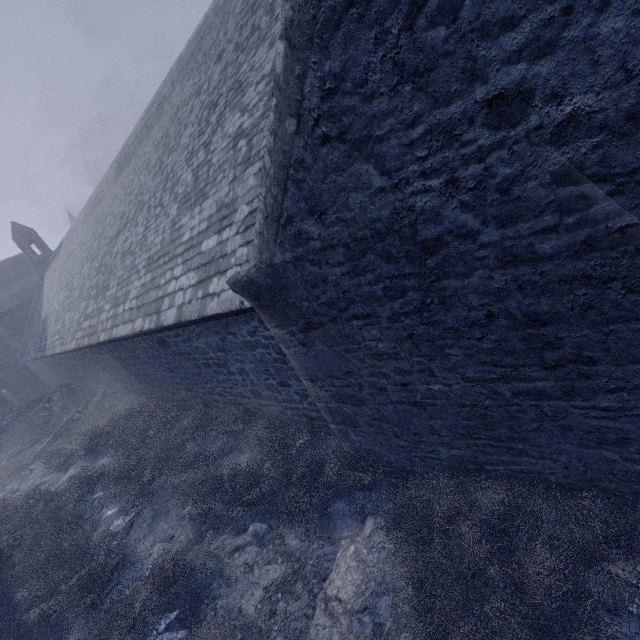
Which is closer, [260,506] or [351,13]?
[351,13]

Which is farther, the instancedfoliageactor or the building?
the instancedfoliageactor

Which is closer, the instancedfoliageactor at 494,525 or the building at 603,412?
the building at 603,412

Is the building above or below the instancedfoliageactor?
above

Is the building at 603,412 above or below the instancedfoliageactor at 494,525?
above
